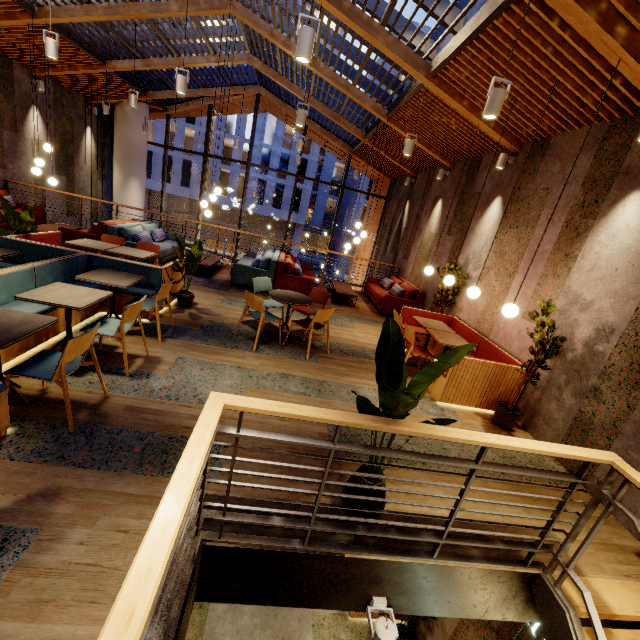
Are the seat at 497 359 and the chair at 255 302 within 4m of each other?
yes

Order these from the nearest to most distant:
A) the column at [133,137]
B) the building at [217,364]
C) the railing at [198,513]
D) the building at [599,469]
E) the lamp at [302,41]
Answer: the railing at [198,513] < the building at [217,364] < the lamp at [302,41] < the building at [599,469] < the column at [133,137]

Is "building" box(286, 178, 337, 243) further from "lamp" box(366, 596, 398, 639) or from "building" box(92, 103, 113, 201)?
"lamp" box(366, 596, 398, 639)

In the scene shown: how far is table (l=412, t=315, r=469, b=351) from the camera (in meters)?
5.13

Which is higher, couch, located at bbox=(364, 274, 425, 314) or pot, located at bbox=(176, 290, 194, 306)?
couch, located at bbox=(364, 274, 425, 314)

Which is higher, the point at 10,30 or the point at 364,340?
the point at 10,30

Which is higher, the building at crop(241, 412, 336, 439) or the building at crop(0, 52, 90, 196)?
the building at crop(0, 52, 90, 196)

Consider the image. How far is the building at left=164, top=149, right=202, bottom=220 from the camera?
34.0 meters
